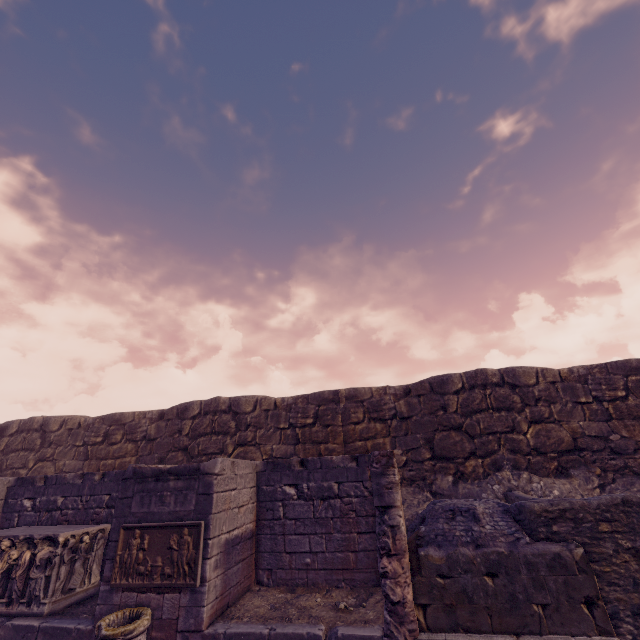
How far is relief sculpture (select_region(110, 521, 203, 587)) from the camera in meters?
5.1

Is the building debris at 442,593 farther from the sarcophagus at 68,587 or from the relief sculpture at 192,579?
the sarcophagus at 68,587

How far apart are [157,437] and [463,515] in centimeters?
1026cm

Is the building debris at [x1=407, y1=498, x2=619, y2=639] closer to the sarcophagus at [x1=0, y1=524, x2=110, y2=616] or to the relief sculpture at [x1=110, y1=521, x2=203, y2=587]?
the relief sculpture at [x1=110, y1=521, x2=203, y2=587]

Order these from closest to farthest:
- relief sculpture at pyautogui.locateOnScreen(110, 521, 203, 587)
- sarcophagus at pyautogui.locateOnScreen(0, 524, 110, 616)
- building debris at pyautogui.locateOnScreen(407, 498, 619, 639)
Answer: building debris at pyautogui.locateOnScreen(407, 498, 619, 639)
relief sculpture at pyautogui.locateOnScreen(110, 521, 203, 587)
sarcophagus at pyautogui.locateOnScreen(0, 524, 110, 616)

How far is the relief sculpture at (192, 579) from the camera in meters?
5.1

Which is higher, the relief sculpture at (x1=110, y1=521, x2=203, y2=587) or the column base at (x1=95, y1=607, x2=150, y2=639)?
the relief sculpture at (x1=110, y1=521, x2=203, y2=587)

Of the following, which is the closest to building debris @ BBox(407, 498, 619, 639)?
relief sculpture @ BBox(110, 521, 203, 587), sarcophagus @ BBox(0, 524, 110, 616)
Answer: relief sculpture @ BBox(110, 521, 203, 587)
